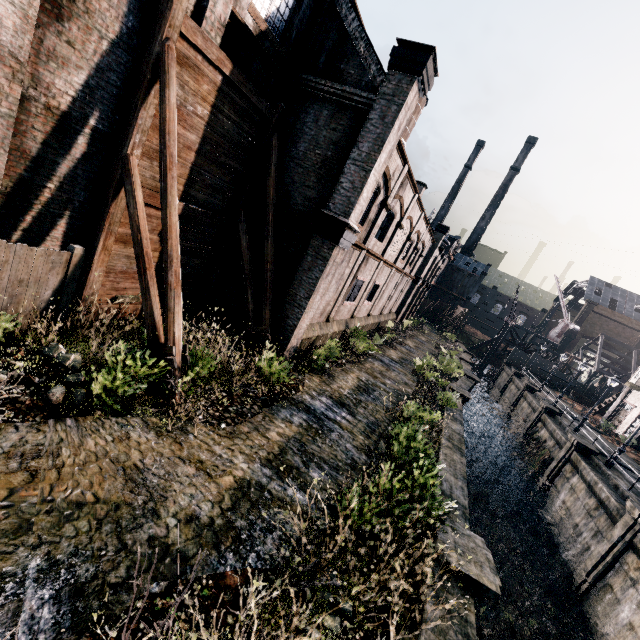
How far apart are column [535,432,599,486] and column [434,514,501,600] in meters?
20.2

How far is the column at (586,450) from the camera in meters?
22.9 m

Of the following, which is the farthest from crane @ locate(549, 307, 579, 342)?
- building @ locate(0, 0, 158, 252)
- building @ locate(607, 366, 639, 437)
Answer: building @ locate(607, 366, 639, 437)

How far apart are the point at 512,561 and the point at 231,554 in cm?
1796

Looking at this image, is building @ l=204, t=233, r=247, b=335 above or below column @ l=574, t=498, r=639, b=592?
Answer: above

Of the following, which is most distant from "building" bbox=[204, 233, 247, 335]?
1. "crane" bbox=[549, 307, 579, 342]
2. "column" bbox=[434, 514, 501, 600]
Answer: "crane" bbox=[549, 307, 579, 342]

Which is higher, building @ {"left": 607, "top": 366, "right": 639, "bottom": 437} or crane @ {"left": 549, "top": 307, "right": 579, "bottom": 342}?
crane @ {"left": 549, "top": 307, "right": 579, "bottom": 342}

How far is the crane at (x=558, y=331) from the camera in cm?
5709
